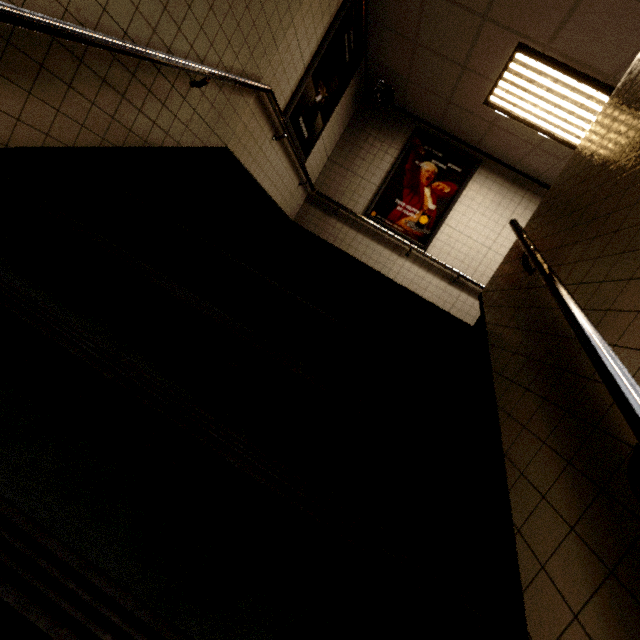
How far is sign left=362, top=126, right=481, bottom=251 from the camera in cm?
556

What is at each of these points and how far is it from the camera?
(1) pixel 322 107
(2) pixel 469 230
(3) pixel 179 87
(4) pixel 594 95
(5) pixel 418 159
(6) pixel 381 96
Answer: (1) sign, 4.5m
(2) building, 5.6m
(3) stairs, 2.3m
(4) fluorescent light, 3.5m
(5) sign, 5.6m
(6) loudspeaker, 5.2m

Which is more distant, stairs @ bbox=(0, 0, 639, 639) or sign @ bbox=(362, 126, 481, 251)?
sign @ bbox=(362, 126, 481, 251)

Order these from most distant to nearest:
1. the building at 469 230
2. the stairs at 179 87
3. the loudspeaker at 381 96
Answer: the loudspeaker at 381 96 → the building at 469 230 → the stairs at 179 87

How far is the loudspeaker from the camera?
5.1 meters

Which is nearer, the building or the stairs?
the stairs

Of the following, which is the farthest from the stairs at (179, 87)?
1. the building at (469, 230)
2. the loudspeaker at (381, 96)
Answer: the loudspeaker at (381, 96)

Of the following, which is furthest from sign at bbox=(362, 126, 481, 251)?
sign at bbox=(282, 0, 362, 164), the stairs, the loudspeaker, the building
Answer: the stairs
